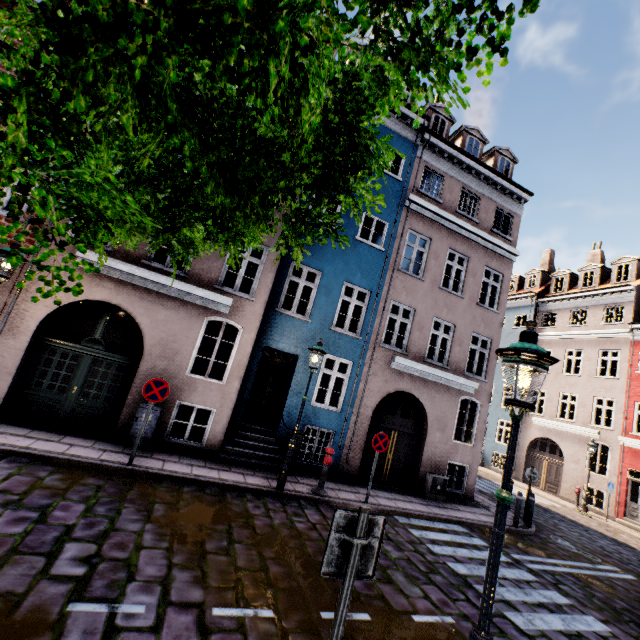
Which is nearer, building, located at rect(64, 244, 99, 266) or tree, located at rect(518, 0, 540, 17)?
tree, located at rect(518, 0, 540, 17)

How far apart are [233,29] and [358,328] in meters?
10.5

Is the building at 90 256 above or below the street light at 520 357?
above

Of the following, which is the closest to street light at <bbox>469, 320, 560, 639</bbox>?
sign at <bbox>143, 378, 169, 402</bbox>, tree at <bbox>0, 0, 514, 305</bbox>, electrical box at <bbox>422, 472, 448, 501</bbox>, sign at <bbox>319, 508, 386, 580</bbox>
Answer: tree at <bbox>0, 0, 514, 305</bbox>

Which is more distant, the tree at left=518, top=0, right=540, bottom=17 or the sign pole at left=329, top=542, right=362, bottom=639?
the sign pole at left=329, top=542, right=362, bottom=639

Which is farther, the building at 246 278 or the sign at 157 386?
the building at 246 278

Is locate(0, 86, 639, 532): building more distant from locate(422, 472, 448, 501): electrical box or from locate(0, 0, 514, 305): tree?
locate(0, 0, 514, 305): tree

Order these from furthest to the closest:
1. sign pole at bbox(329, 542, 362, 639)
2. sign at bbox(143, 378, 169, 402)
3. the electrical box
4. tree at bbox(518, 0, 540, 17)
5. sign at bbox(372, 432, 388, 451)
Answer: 1. the electrical box
2. sign at bbox(372, 432, 388, 451)
3. sign at bbox(143, 378, 169, 402)
4. sign pole at bbox(329, 542, 362, 639)
5. tree at bbox(518, 0, 540, 17)
